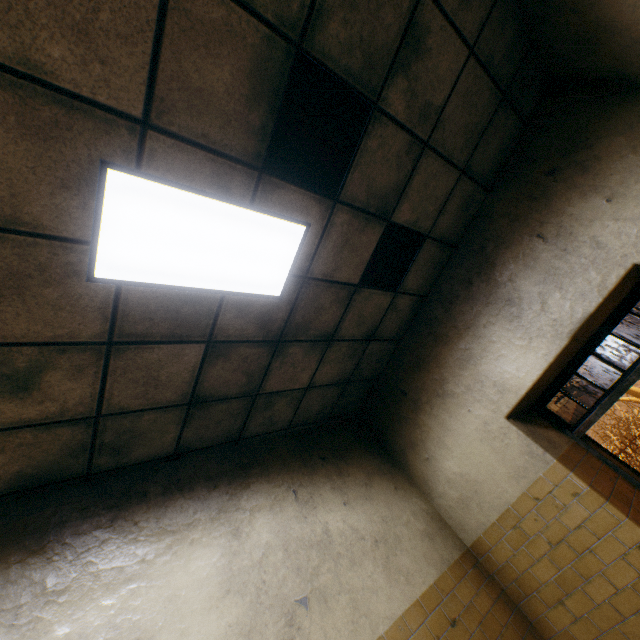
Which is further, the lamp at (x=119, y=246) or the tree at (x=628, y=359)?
the tree at (x=628, y=359)

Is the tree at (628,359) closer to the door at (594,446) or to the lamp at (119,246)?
the door at (594,446)

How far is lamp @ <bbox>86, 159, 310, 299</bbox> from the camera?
1.7 meters

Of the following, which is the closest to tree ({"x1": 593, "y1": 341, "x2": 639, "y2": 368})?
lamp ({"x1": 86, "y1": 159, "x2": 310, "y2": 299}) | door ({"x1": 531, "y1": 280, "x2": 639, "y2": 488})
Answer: door ({"x1": 531, "y1": 280, "x2": 639, "y2": 488})

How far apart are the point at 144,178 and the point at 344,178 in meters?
1.4

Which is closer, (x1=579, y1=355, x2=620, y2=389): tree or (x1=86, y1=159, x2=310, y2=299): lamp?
(x1=86, y1=159, x2=310, y2=299): lamp

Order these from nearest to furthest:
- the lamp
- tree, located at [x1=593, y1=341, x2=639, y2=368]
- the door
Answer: the lamp → the door → tree, located at [x1=593, y1=341, x2=639, y2=368]
